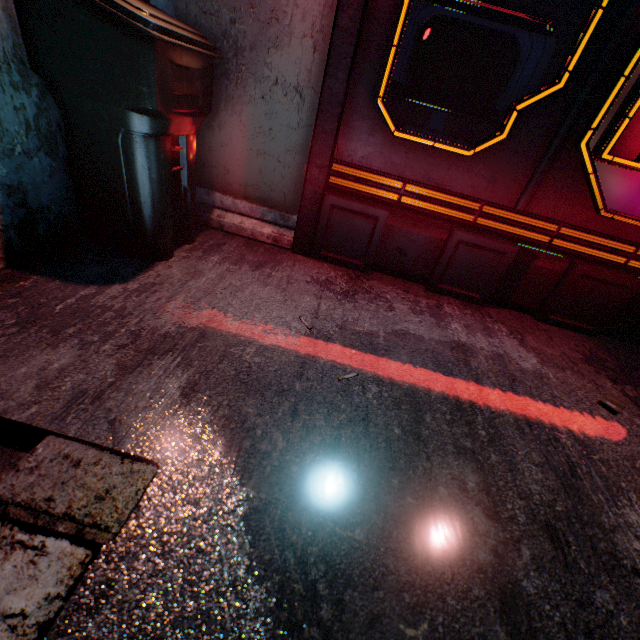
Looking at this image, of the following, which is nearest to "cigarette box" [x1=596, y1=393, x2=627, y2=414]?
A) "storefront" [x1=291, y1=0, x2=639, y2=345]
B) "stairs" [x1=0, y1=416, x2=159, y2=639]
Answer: "storefront" [x1=291, y1=0, x2=639, y2=345]

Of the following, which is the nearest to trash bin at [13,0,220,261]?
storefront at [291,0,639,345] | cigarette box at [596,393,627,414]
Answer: storefront at [291,0,639,345]

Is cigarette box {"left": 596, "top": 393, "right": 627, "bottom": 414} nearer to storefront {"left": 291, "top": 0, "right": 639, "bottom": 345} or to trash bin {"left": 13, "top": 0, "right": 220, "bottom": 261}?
storefront {"left": 291, "top": 0, "right": 639, "bottom": 345}

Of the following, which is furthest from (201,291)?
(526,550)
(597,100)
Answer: (597,100)

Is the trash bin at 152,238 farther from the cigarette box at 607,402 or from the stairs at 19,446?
the cigarette box at 607,402

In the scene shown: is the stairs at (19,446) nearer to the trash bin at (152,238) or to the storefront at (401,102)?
the trash bin at (152,238)

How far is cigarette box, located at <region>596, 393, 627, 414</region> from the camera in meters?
1.4

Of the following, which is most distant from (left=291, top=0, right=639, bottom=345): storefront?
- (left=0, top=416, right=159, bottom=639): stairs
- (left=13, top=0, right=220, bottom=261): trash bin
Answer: (left=0, top=416, right=159, bottom=639): stairs
